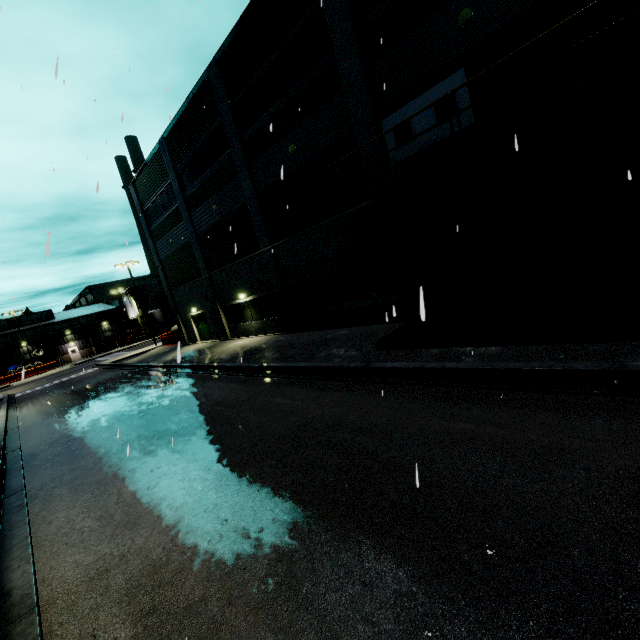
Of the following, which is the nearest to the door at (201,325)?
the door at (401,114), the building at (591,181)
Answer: the building at (591,181)

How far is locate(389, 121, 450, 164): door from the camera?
10.57m

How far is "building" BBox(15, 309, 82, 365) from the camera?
55.2 meters

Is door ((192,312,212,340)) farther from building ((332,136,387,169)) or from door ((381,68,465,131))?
door ((381,68,465,131))

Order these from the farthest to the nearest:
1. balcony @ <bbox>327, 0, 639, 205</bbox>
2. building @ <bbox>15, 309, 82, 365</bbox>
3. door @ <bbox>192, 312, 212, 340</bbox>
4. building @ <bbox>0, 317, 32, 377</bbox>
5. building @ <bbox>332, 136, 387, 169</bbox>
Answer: building @ <bbox>15, 309, 82, 365</bbox> → building @ <bbox>0, 317, 32, 377</bbox> → door @ <bbox>192, 312, 212, 340</bbox> → building @ <bbox>332, 136, 387, 169</bbox> → balcony @ <bbox>327, 0, 639, 205</bbox>

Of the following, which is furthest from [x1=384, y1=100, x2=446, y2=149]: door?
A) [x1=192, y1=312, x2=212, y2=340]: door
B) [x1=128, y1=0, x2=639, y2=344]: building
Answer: [x1=192, y1=312, x2=212, y2=340]: door

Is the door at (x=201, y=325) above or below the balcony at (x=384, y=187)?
below

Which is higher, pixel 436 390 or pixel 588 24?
pixel 588 24
